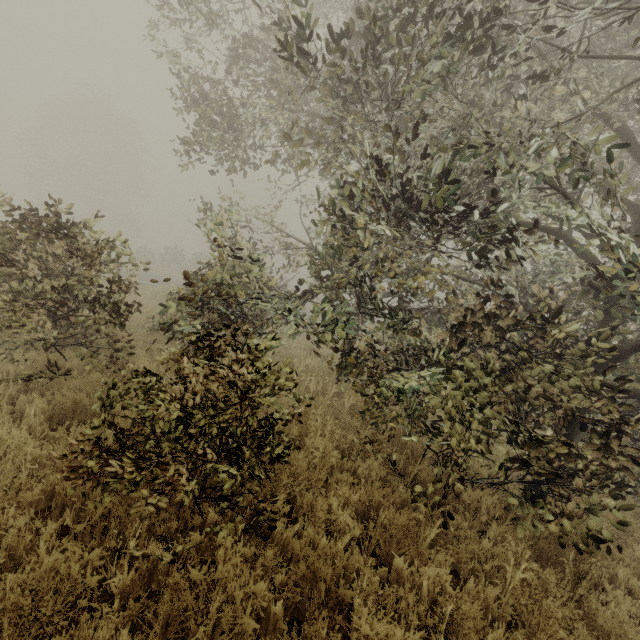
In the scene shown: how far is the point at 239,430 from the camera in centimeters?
326cm
